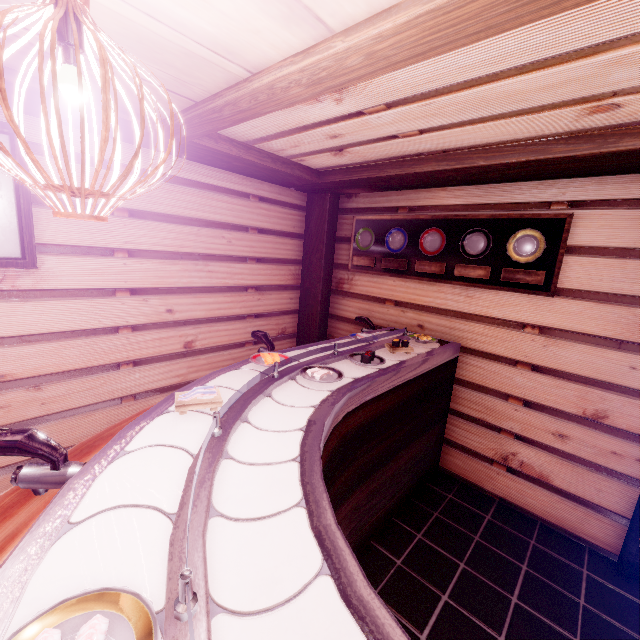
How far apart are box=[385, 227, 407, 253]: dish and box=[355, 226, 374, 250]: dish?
0.3m

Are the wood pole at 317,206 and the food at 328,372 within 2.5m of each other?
no

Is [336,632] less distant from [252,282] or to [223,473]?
[223,473]

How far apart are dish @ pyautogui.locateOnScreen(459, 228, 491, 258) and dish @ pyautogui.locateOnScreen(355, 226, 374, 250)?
1.7 meters

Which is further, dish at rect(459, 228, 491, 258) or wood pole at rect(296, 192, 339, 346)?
wood pole at rect(296, 192, 339, 346)

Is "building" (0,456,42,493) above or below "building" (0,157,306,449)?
below

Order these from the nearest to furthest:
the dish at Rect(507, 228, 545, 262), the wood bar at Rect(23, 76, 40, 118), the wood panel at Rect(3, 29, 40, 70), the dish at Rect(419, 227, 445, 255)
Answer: the wood panel at Rect(3, 29, 40, 70), the wood bar at Rect(23, 76, 40, 118), the dish at Rect(507, 228, 545, 262), the dish at Rect(419, 227, 445, 255)

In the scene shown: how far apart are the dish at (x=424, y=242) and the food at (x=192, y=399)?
3.8m
